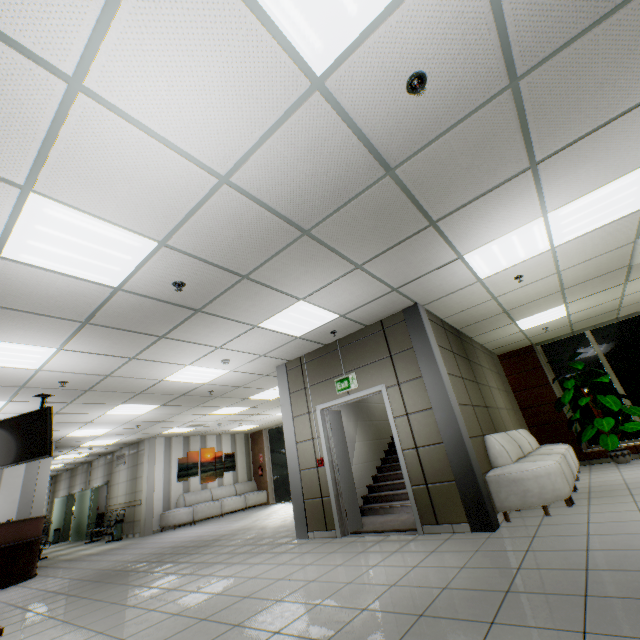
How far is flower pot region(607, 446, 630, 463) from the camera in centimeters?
720cm

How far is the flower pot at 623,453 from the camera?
7.20m

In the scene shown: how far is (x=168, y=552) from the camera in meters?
7.0 m

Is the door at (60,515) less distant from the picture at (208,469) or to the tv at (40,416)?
the picture at (208,469)

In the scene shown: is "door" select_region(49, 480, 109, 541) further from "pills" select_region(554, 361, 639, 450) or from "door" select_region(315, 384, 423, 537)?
"pills" select_region(554, 361, 639, 450)

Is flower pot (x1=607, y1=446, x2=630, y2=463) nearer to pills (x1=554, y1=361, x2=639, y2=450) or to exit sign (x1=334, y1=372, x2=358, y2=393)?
pills (x1=554, y1=361, x2=639, y2=450)

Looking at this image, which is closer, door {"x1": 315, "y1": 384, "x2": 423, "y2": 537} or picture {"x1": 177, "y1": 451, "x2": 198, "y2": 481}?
door {"x1": 315, "y1": 384, "x2": 423, "y2": 537}

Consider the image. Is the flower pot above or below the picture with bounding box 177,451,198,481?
below
